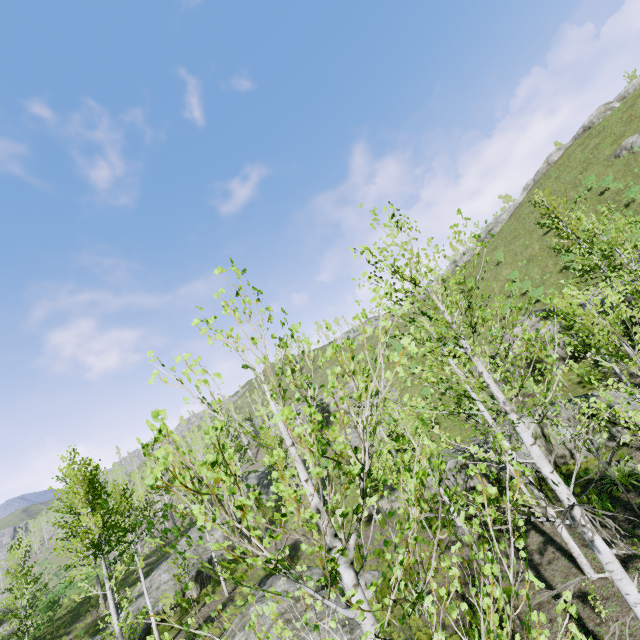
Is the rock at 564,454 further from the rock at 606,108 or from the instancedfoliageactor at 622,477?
the rock at 606,108

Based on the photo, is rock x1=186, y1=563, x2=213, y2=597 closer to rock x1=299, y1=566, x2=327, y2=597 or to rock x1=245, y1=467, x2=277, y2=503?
rock x1=245, y1=467, x2=277, y2=503

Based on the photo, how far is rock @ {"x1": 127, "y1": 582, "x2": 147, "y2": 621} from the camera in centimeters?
2055cm

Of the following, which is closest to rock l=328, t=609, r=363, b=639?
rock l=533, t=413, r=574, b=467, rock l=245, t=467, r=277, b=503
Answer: rock l=533, t=413, r=574, b=467

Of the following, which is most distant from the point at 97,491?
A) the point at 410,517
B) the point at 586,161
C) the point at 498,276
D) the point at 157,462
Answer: the point at 586,161

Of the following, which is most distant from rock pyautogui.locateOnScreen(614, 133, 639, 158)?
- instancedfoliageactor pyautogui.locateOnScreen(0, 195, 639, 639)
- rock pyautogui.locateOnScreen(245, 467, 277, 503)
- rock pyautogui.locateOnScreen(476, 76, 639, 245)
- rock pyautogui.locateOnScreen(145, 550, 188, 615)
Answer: rock pyautogui.locateOnScreen(145, 550, 188, 615)

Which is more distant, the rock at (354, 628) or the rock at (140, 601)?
the rock at (140, 601)

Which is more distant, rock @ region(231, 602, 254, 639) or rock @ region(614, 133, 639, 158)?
rock @ region(614, 133, 639, 158)
